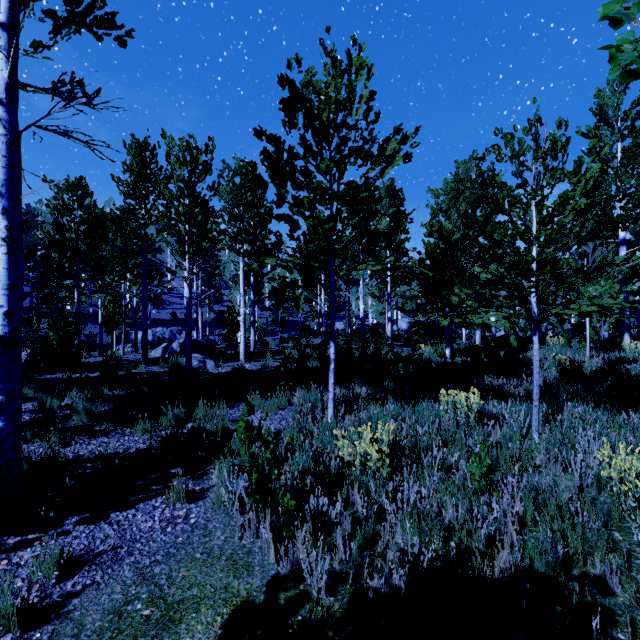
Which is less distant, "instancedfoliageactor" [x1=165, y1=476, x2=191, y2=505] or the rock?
"instancedfoliageactor" [x1=165, y1=476, x2=191, y2=505]

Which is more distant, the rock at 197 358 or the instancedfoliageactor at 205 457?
the rock at 197 358

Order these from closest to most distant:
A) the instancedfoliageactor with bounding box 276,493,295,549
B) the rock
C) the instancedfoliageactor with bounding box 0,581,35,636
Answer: the instancedfoliageactor with bounding box 0,581,35,636
the instancedfoliageactor with bounding box 276,493,295,549
the rock

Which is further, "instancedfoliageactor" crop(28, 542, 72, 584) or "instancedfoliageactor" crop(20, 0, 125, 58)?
"instancedfoliageactor" crop(20, 0, 125, 58)

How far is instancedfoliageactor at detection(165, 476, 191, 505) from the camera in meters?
3.7

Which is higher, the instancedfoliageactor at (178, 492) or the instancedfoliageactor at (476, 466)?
the instancedfoliageactor at (476, 466)

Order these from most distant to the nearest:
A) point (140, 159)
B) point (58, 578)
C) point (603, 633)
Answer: point (140, 159) → point (58, 578) → point (603, 633)
